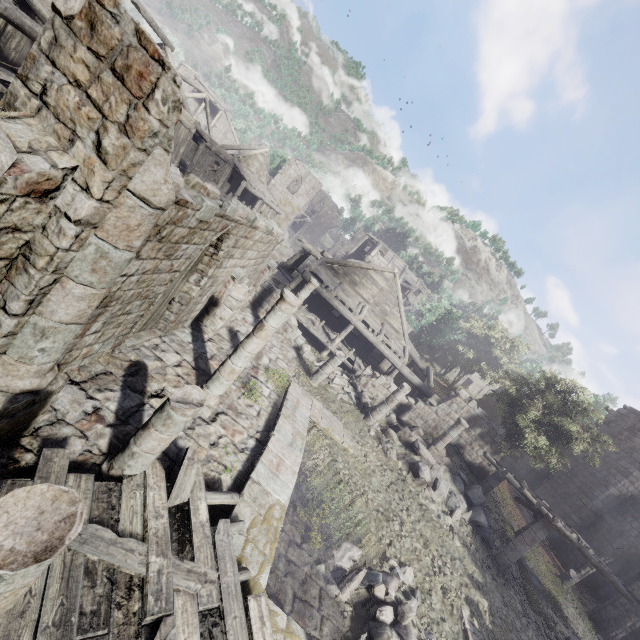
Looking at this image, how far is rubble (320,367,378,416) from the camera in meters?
16.9 m

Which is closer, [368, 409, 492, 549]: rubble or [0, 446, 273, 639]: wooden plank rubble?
[0, 446, 273, 639]: wooden plank rubble

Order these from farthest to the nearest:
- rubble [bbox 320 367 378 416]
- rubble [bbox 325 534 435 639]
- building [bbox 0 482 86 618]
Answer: rubble [bbox 320 367 378 416] → rubble [bbox 325 534 435 639] → building [bbox 0 482 86 618]

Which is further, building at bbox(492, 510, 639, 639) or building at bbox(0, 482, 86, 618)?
building at bbox(492, 510, 639, 639)

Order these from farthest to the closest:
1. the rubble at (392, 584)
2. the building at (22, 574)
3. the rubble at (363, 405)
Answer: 1. the rubble at (363, 405)
2. the rubble at (392, 584)
3. the building at (22, 574)

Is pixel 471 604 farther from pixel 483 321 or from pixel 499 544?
pixel 483 321

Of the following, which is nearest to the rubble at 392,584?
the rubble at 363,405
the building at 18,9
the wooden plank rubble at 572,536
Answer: the building at 18,9

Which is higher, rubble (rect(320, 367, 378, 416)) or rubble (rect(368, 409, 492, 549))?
rubble (rect(368, 409, 492, 549))
